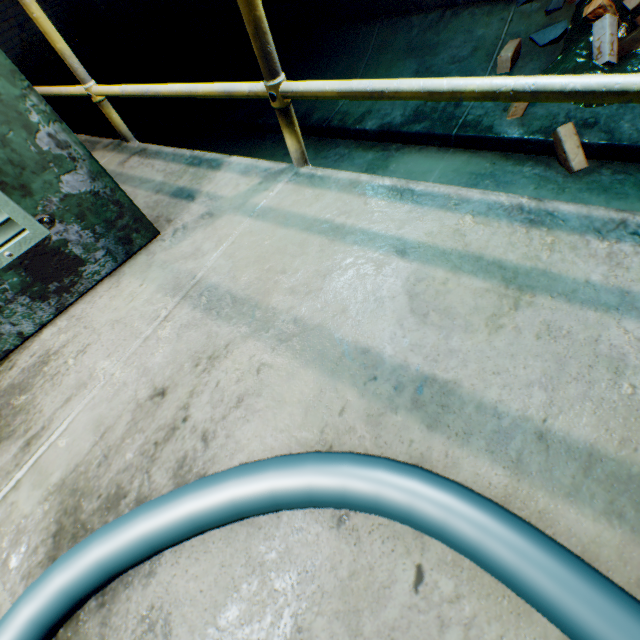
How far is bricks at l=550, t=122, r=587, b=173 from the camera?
2.1 meters

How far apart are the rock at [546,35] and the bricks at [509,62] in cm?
13

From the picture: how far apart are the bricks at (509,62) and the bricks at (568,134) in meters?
0.8

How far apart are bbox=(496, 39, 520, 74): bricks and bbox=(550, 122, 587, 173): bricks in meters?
0.8 m

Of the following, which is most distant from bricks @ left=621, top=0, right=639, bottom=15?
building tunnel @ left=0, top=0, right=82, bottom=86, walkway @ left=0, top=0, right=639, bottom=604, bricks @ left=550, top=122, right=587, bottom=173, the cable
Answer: the cable

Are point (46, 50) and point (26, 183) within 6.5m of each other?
no

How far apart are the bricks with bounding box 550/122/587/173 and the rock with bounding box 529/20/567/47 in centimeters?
92cm

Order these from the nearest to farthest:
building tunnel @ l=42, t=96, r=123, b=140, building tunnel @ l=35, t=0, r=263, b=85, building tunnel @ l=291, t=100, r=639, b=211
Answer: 1. building tunnel @ l=291, t=100, r=639, b=211
2. building tunnel @ l=35, t=0, r=263, b=85
3. building tunnel @ l=42, t=96, r=123, b=140
